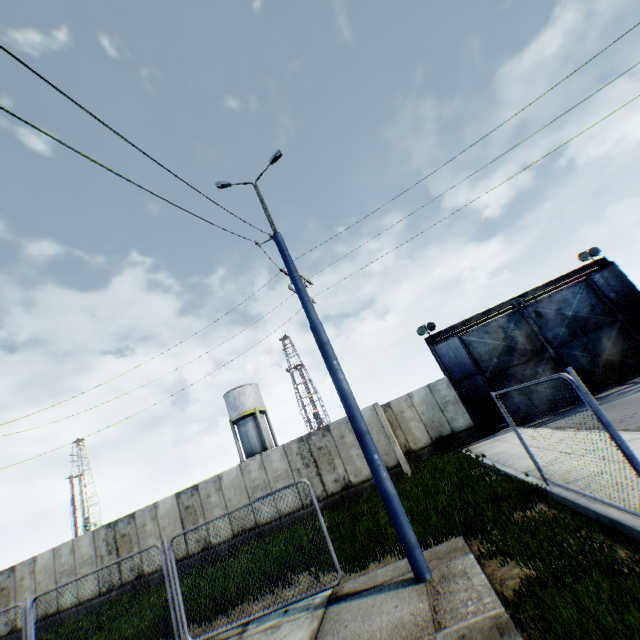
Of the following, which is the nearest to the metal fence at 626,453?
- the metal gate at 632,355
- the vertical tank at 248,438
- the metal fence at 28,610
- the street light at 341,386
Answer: the street light at 341,386

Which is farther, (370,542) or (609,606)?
(370,542)

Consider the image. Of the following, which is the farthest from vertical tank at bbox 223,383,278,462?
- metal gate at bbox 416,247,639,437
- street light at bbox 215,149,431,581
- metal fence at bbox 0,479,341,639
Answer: street light at bbox 215,149,431,581

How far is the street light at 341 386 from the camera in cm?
559

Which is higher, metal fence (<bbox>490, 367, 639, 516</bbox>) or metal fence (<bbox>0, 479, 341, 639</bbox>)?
metal fence (<bbox>0, 479, 341, 639</bbox>)

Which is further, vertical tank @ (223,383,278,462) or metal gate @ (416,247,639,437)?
vertical tank @ (223,383,278,462)

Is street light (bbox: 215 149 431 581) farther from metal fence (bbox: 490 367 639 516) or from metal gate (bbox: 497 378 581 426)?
metal gate (bbox: 497 378 581 426)

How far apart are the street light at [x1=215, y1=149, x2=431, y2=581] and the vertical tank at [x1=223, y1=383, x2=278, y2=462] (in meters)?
29.15
